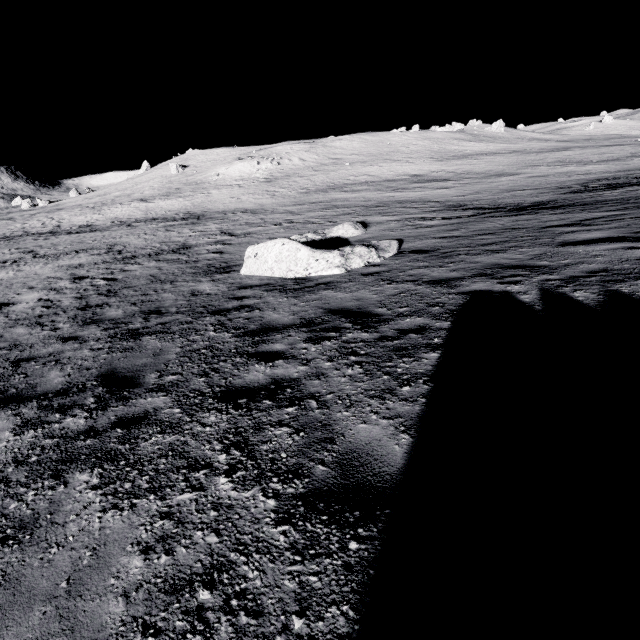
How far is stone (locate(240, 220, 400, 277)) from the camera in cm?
992

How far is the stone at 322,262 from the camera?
9.9 meters

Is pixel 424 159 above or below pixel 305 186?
above
